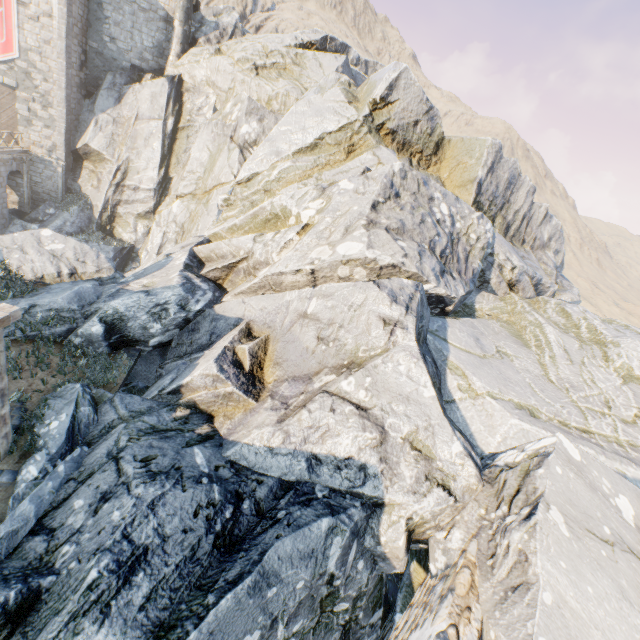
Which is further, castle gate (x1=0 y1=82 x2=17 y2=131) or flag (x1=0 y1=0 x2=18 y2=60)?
castle gate (x1=0 y1=82 x2=17 y2=131)

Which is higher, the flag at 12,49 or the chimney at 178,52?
the chimney at 178,52

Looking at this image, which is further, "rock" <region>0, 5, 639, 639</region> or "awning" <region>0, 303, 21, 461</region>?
"awning" <region>0, 303, 21, 461</region>

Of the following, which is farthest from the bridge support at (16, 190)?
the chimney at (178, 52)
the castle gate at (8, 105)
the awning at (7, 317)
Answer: the awning at (7, 317)

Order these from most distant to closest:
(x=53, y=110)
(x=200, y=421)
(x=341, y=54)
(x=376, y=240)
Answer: (x=341, y=54)
(x=53, y=110)
(x=376, y=240)
(x=200, y=421)

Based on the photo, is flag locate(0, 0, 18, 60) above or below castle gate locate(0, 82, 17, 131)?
above

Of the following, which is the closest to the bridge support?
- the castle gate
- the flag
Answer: the castle gate

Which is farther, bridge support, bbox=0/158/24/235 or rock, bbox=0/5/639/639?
bridge support, bbox=0/158/24/235
